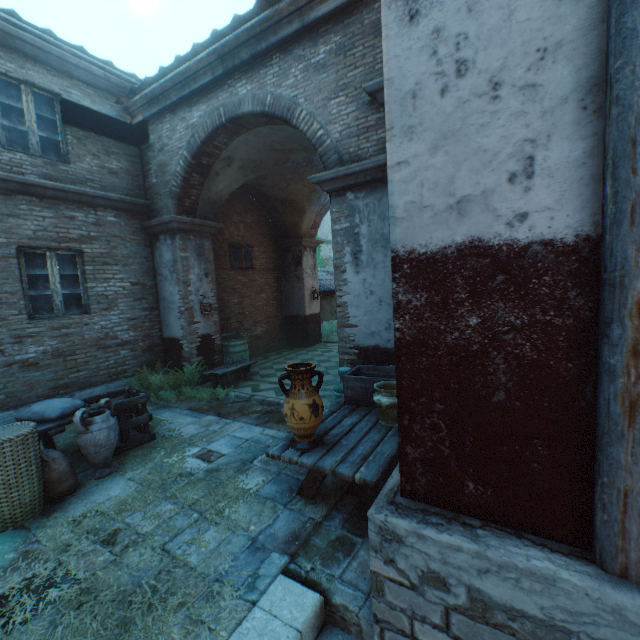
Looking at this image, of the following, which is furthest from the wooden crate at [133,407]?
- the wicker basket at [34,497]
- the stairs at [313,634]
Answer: the stairs at [313,634]

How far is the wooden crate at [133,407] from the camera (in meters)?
4.62

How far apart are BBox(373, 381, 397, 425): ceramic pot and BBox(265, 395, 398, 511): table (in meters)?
0.03

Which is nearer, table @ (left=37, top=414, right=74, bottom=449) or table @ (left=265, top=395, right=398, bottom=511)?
table @ (left=265, top=395, right=398, bottom=511)

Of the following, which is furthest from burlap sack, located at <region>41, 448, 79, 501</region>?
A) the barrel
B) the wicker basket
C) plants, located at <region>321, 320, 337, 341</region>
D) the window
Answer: plants, located at <region>321, 320, 337, 341</region>

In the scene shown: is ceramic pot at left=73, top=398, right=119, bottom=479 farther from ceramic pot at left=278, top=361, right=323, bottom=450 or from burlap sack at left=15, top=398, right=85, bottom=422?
ceramic pot at left=278, top=361, right=323, bottom=450

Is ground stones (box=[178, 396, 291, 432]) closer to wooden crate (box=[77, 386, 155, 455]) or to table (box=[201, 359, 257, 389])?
table (box=[201, 359, 257, 389])

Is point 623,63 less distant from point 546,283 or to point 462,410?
point 546,283
